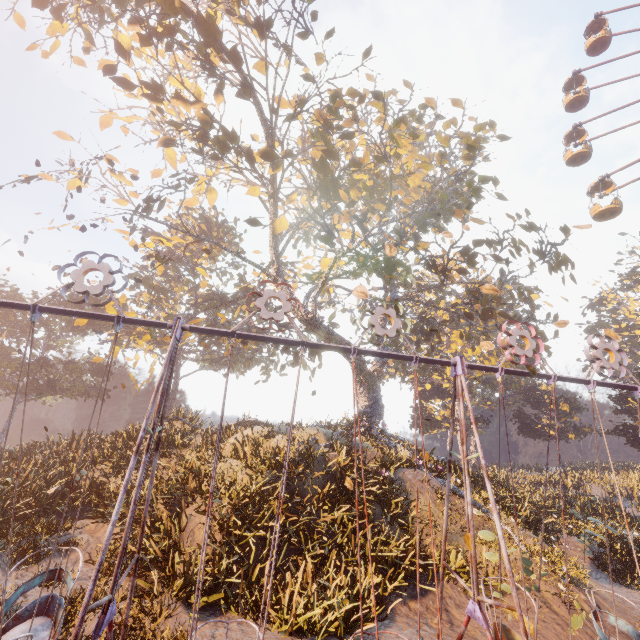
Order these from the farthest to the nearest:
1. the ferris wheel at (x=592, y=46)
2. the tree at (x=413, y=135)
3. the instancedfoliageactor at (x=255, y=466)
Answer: the ferris wheel at (x=592, y=46)
the tree at (x=413, y=135)
the instancedfoliageactor at (x=255, y=466)

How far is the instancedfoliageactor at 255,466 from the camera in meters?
8.2

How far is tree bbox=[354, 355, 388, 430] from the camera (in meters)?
21.39

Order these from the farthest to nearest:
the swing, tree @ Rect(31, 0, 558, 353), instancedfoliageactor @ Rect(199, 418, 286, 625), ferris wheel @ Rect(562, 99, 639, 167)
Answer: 1. ferris wheel @ Rect(562, 99, 639, 167)
2. tree @ Rect(31, 0, 558, 353)
3. instancedfoliageactor @ Rect(199, 418, 286, 625)
4. the swing

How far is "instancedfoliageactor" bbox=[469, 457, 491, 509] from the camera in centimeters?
1355cm

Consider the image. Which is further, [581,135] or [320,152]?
[581,135]

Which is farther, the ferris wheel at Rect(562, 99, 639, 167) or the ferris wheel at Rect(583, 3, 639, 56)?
the ferris wheel at Rect(583, 3, 639, 56)

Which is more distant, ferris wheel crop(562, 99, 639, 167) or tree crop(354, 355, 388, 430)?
ferris wheel crop(562, 99, 639, 167)
